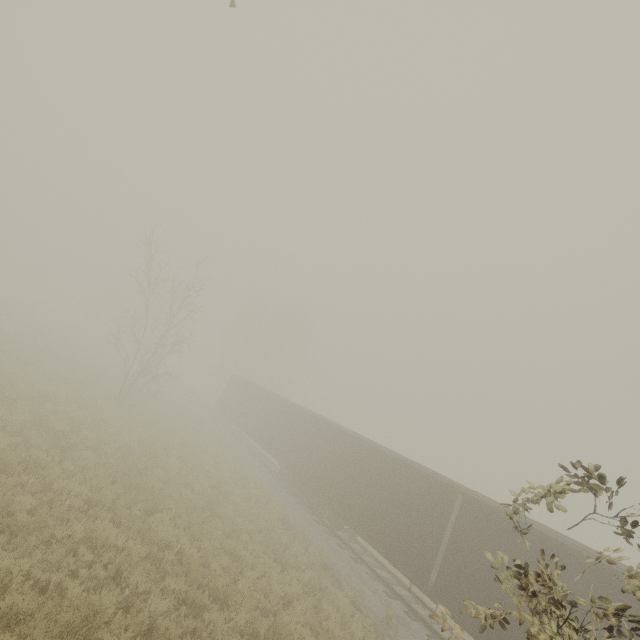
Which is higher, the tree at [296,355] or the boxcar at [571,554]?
the tree at [296,355]

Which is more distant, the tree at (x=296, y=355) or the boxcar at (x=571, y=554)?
the tree at (x=296, y=355)

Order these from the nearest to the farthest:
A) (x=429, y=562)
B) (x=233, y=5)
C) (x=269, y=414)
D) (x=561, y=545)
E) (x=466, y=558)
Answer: (x=233, y=5)
(x=561, y=545)
(x=466, y=558)
(x=429, y=562)
(x=269, y=414)

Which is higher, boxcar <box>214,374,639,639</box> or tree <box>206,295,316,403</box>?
tree <box>206,295,316,403</box>

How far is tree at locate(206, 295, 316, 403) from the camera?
45.9 meters

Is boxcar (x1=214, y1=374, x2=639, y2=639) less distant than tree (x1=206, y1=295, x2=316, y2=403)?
Yes
